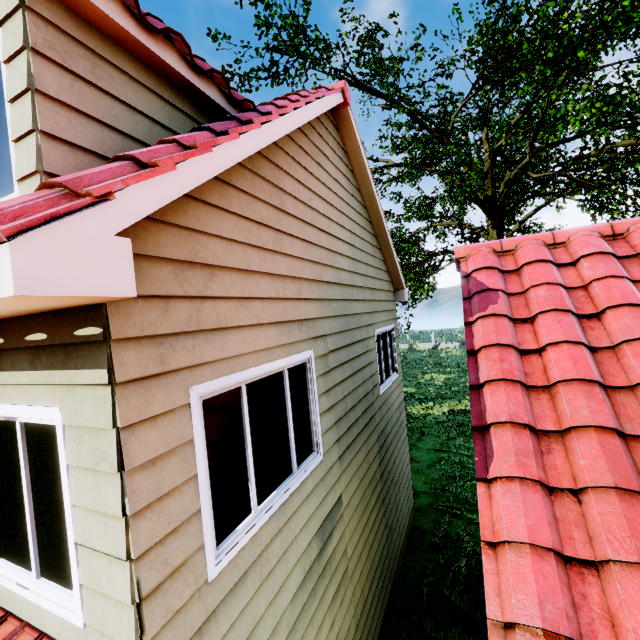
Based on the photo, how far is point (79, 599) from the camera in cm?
201
